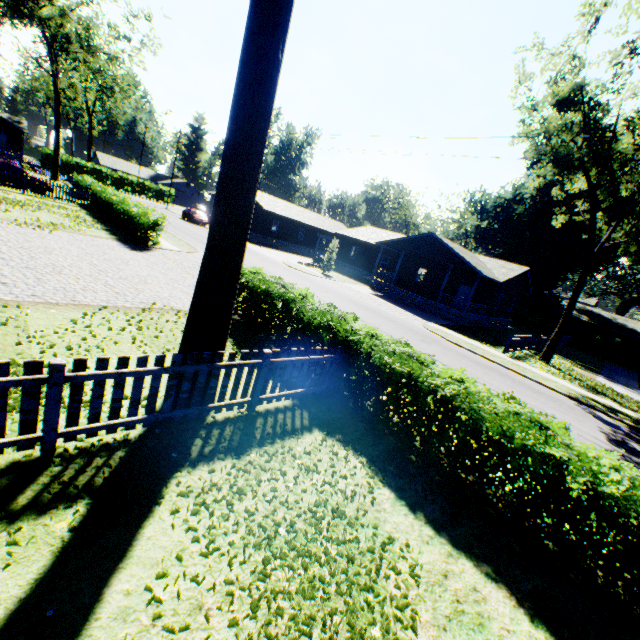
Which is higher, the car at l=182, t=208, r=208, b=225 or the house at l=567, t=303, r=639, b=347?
the house at l=567, t=303, r=639, b=347

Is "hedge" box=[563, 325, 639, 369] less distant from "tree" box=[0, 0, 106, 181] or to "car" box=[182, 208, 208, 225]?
"car" box=[182, 208, 208, 225]

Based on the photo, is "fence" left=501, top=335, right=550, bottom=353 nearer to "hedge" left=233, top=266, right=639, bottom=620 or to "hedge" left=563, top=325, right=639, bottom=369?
"hedge" left=563, top=325, right=639, bottom=369

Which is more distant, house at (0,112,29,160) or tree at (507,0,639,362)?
house at (0,112,29,160)

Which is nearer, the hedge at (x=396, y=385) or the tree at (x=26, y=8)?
the hedge at (x=396, y=385)

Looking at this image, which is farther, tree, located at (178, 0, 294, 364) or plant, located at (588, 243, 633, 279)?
plant, located at (588, 243, 633, 279)

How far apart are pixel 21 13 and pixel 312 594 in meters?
48.7 m

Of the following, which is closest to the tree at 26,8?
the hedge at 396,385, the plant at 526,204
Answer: the hedge at 396,385
